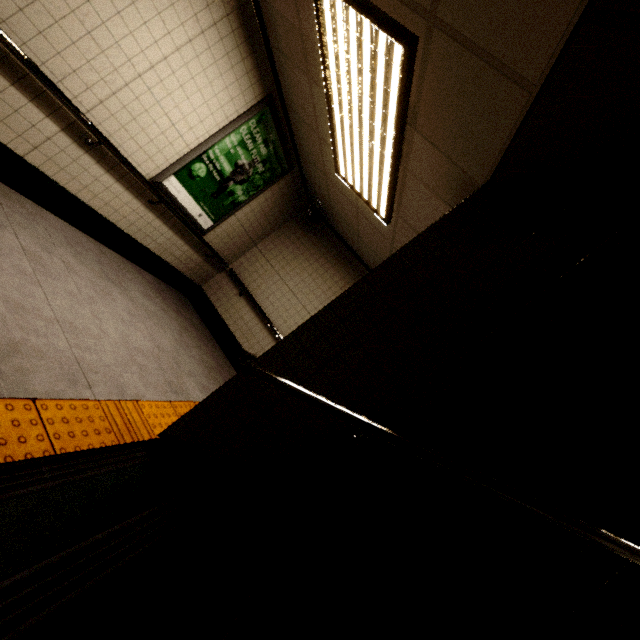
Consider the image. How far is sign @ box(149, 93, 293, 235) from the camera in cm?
388

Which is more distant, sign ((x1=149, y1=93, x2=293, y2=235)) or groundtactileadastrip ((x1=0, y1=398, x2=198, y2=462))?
sign ((x1=149, y1=93, x2=293, y2=235))

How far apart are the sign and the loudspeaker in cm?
69

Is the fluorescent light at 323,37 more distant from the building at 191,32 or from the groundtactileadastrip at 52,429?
the groundtactileadastrip at 52,429

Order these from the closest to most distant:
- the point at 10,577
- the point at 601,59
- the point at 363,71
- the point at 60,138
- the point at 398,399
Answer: the point at 10,577 → the point at 601,59 → the point at 398,399 → the point at 363,71 → the point at 60,138

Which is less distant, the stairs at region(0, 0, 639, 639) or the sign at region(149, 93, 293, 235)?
the stairs at region(0, 0, 639, 639)

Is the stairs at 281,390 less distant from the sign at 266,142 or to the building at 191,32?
the building at 191,32

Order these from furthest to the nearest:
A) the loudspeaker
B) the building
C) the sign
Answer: the loudspeaker
the sign
the building
